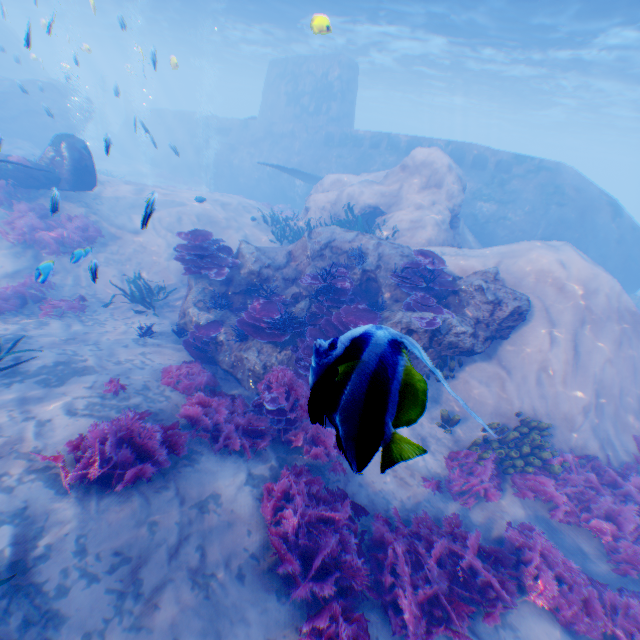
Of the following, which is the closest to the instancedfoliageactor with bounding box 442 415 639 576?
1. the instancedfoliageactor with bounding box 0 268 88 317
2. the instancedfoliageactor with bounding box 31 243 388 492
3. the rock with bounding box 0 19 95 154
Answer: the rock with bounding box 0 19 95 154

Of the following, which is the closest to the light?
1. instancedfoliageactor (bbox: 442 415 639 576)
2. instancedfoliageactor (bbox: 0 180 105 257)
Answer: instancedfoliageactor (bbox: 0 180 105 257)

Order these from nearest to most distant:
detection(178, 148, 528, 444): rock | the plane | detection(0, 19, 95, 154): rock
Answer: detection(178, 148, 528, 444): rock
the plane
detection(0, 19, 95, 154): rock

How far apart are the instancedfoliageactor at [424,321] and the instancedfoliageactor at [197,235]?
5.4m

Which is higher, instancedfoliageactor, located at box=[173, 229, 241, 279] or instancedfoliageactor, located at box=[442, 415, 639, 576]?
instancedfoliageactor, located at box=[173, 229, 241, 279]

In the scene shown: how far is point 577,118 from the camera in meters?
38.8

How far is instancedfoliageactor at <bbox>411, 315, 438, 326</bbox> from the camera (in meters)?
6.88

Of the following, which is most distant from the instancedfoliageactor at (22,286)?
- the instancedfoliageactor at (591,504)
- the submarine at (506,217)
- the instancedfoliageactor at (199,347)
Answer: the instancedfoliageactor at (591,504)
